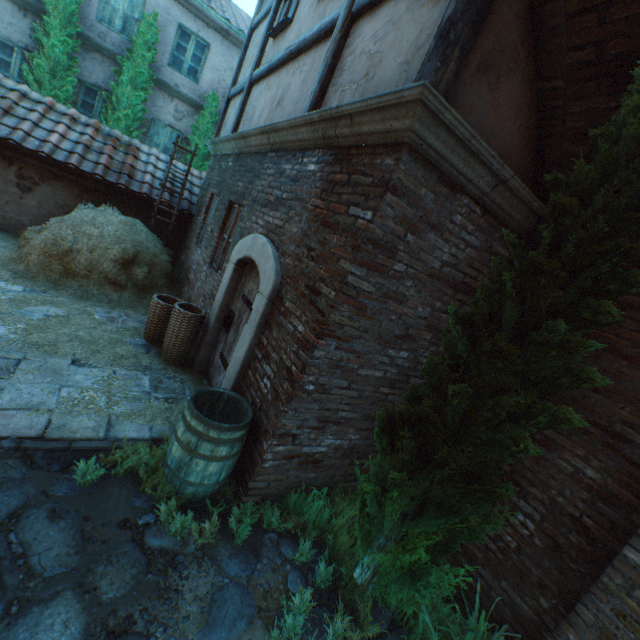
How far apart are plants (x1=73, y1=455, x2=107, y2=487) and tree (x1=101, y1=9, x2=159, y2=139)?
10.5m

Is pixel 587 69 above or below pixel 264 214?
above

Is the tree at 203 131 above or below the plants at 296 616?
above

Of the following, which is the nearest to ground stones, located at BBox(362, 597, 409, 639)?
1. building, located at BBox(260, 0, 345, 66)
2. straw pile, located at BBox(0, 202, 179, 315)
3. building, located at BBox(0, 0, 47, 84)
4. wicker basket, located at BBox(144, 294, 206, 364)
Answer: building, located at BBox(260, 0, 345, 66)

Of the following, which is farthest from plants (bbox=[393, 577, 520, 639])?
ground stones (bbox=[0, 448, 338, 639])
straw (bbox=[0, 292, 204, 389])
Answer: straw (bbox=[0, 292, 204, 389])

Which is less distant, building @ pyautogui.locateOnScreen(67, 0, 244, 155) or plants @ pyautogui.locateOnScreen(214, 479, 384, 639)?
plants @ pyautogui.locateOnScreen(214, 479, 384, 639)

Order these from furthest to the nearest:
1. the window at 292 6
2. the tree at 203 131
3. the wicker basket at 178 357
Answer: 1. the tree at 203 131
2. the window at 292 6
3. the wicker basket at 178 357

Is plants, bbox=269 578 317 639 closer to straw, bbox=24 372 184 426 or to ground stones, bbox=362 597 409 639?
ground stones, bbox=362 597 409 639
